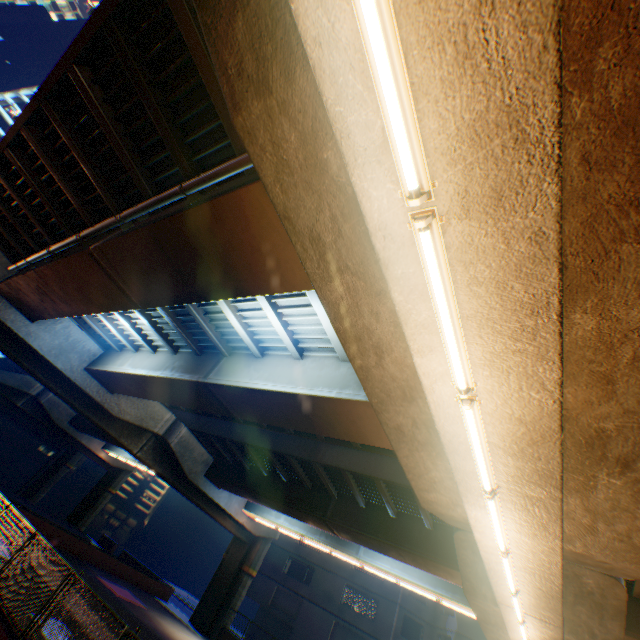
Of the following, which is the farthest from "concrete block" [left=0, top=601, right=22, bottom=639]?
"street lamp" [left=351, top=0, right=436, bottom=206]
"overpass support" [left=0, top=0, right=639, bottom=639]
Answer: "street lamp" [left=351, top=0, right=436, bottom=206]

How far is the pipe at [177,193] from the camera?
6.6m

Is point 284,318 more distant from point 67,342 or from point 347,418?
point 67,342

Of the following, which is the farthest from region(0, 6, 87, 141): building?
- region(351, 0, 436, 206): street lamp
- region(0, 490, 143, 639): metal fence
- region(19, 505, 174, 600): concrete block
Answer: region(351, 0, 436, 206): street lamp

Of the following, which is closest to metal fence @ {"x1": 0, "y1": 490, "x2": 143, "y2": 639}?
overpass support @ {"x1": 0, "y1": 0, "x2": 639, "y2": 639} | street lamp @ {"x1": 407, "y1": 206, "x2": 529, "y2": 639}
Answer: overpass support @ {"x1": 0, "y1": 0, "x2": 639, "y2": 639}

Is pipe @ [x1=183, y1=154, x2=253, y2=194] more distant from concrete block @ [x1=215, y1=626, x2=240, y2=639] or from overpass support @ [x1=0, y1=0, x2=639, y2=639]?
concrete block @ [x1=215, y1=626, x2=240, y2=639]

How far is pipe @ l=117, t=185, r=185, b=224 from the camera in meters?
6.6

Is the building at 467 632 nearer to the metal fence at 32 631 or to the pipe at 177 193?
the metal fence at 32 631
